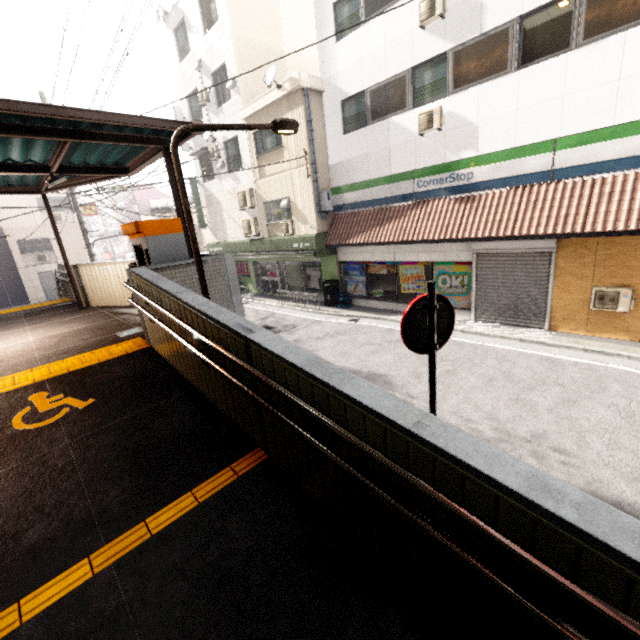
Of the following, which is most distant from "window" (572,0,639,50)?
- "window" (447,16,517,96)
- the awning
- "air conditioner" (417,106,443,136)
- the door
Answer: the door

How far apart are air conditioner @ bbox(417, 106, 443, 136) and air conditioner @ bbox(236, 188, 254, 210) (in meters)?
8.36

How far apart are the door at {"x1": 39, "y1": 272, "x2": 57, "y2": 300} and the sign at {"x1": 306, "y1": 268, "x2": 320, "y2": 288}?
23.2 meters

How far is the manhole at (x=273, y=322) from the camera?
12.6m

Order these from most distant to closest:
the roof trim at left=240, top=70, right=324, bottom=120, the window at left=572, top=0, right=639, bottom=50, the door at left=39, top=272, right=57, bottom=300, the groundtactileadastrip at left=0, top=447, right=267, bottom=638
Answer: the door at left=39, top=272, right=57, bottom=300 < the roof trim at left=240, top=70, right=324, bottom=120 < the window at left=572, top=0, right=639, bottom=50 < the groundtactileadastrip at left=0, top=447, right=267, bottom=638

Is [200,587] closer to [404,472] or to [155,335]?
[404,472]

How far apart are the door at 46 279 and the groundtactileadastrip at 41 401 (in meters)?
29.15

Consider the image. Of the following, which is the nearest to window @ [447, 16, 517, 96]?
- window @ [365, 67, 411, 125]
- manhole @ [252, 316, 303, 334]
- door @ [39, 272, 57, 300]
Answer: window @ [365, 67, 411, 125]
